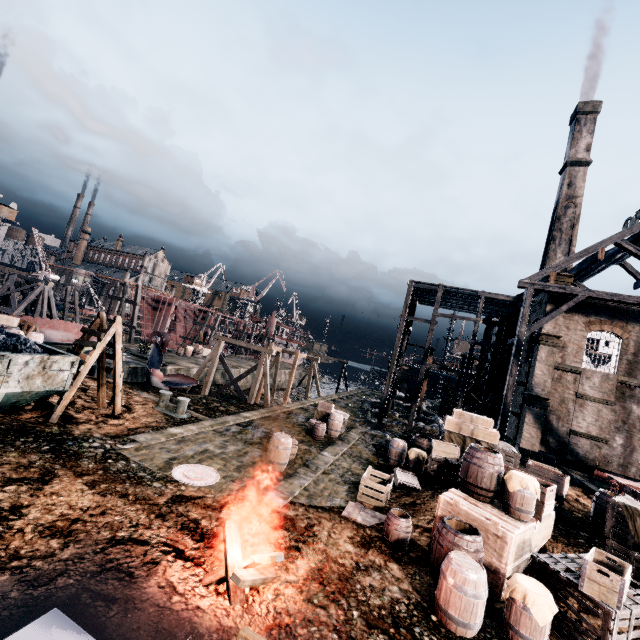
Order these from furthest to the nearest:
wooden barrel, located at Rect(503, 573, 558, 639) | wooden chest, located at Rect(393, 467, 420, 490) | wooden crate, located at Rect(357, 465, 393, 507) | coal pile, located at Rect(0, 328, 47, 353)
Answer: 1. wooden chest, located at Rect(393, 467, 420, 490)
2. wooden crate, located at Rect(357, 465, 393, 507)
3. coal pile, located at Rect(0, 328, 47, 353)
4. wooden barrel, located at Rect(503, 573, 558, 639)

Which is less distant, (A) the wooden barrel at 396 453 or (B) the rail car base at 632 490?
(B) the rail car base at 632 490

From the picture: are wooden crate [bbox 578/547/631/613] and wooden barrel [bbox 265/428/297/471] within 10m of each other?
yes

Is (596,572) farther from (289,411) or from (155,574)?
(289,411)

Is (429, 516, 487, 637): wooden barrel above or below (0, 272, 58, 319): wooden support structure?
below

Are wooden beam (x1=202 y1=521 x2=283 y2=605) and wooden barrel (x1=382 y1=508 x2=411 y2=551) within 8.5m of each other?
yes

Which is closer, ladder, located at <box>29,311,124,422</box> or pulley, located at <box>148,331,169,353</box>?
ladder, located at <box>29,311,124,422</box>

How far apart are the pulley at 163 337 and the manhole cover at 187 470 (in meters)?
27.51
